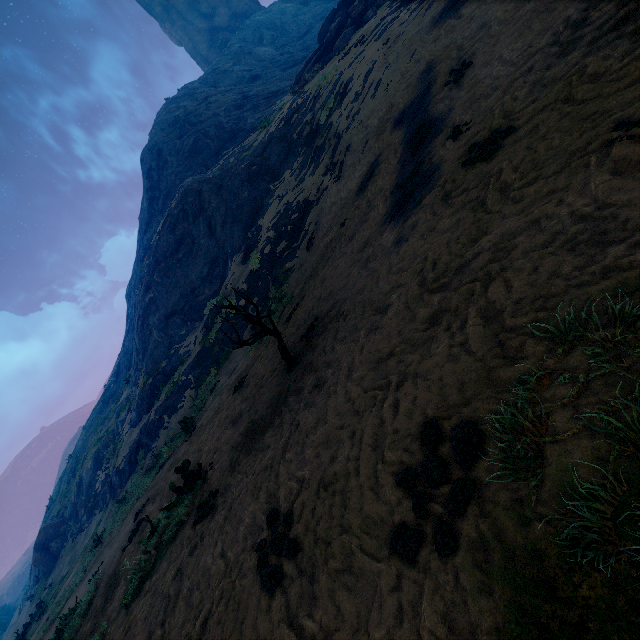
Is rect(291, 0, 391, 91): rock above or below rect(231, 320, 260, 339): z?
above

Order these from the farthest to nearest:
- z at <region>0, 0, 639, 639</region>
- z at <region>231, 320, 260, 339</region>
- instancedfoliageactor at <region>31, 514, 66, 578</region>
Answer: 1. instancedfoliageactor at <region>31, 514, 66, 578</region>
2. z at <region>231, 320, 260, 339</region>
3. z at <region>0, 0, 639, 639</region>

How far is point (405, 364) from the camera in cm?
319

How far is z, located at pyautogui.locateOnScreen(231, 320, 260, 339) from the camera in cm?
1358

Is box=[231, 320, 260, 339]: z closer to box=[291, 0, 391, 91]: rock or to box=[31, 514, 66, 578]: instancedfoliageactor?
box=[31, 514, 66, 578]: instancedfoliageactor

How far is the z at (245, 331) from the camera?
13.6m

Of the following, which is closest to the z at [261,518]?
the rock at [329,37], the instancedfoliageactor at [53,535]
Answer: the instancedfoliageactor at [53,535]

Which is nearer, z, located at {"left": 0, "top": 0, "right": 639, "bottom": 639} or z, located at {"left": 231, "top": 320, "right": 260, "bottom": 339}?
z, located at {"left": 0, "top": 0, "right": 639, "bottom": 639}
